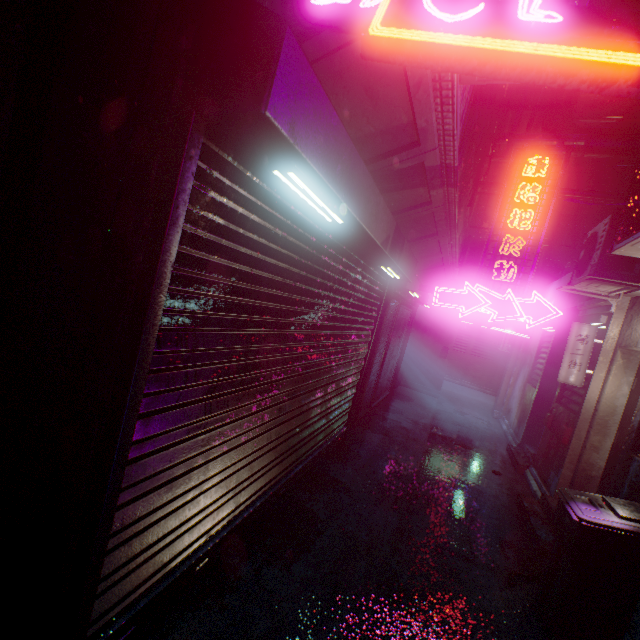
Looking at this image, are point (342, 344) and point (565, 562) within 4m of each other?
yes

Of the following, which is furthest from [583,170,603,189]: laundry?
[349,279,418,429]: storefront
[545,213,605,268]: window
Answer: [349,279,418,429]: storefront

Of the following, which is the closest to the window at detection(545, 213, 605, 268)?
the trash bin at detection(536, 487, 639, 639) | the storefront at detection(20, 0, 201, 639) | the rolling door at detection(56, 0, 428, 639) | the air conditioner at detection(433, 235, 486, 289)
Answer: the air conditioner at detection(433, 235, 486, 289)

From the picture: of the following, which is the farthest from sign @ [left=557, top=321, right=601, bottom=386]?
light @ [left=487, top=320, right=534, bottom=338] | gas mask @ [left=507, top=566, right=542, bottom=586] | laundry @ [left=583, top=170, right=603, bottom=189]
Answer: laundry @ [left=583, top=170, right=603, bottom=189]

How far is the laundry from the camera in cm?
895

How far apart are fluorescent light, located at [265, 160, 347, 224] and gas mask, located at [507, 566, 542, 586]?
3.3m

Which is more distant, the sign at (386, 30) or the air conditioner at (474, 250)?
the air conditioner at (474, 250)

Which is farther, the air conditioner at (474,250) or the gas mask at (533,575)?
the air conditioner at (474,250)
